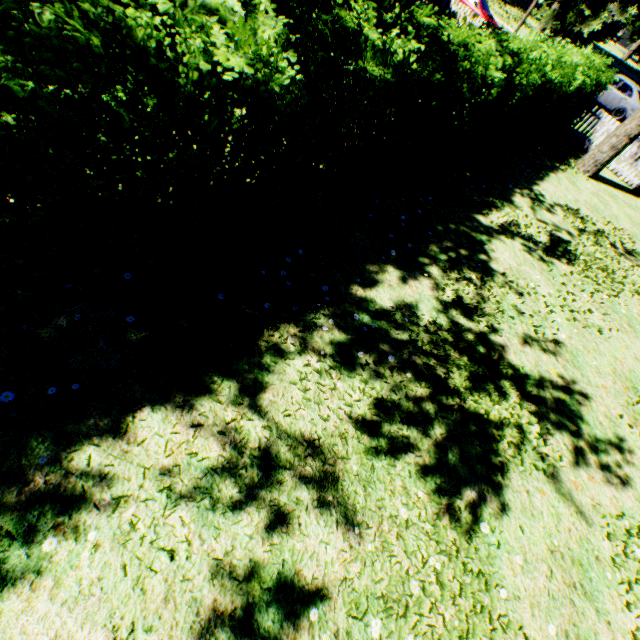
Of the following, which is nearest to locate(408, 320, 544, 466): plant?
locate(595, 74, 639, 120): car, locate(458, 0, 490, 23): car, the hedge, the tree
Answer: the hedge

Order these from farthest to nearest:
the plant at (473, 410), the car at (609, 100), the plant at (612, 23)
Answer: the plant at (612, 23), the car at (609, 100), the plant at (473, 410)

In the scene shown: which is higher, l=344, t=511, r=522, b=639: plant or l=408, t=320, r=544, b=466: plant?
l=408, t=320, r=544, b=466: plant

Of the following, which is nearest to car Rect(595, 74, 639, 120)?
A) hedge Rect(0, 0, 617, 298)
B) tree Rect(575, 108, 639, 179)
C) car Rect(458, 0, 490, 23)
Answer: car Rect(458, 0, 490, 23)

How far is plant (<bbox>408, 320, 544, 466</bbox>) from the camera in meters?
4.2 m

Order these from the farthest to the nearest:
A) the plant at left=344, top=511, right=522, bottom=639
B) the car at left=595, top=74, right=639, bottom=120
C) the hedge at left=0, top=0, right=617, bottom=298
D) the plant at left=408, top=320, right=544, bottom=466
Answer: the car at left=595, top=74, right=639, bottom=120
the plant at left=408, top=320, right=544, bottom=466
the plant at left=344, top=511, right=522, bottom=639
the hedge at left=0, top=0, right=617, bottom=298

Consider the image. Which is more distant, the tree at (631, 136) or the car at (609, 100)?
the car at (609, 100)

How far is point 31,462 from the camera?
2.5m
